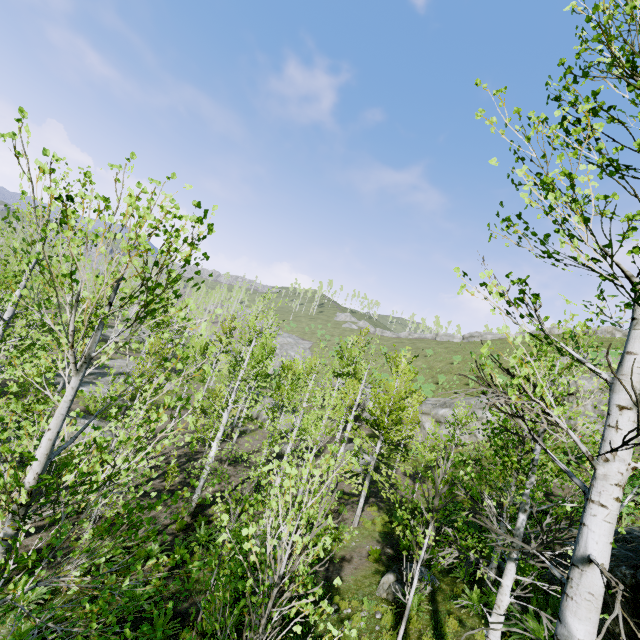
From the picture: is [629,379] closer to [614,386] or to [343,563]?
[614,386]

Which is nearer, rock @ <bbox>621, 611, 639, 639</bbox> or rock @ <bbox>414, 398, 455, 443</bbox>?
rock @ <bbox>621, 611, 639, 639</bbox>

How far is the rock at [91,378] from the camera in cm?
2761

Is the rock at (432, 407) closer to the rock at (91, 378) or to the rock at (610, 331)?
the rock at (91, 378)

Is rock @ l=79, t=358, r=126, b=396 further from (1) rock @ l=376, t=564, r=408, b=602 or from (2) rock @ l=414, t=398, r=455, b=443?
(1) rock @ l=376, t=564, r=408, b=602

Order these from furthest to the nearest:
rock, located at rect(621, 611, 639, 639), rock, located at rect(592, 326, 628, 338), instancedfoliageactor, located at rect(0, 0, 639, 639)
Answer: rock, located at rect(592, 326, 628, 338) → rock, located at rect(621, 611, 639, 639) → instancedfoliageactor, located at rect(0, 0, 639, 639)

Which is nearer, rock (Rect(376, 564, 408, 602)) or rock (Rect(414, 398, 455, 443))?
rock (Rect(376, 564, 408, 602))

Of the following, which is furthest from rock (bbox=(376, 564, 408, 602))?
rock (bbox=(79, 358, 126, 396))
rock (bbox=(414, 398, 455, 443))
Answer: rock (bbox=(79, 358, 126, 396))
